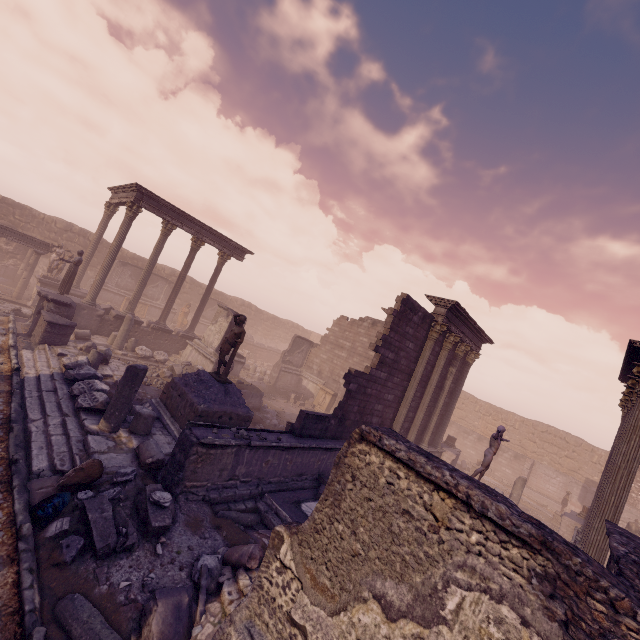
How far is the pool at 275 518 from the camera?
7.29m

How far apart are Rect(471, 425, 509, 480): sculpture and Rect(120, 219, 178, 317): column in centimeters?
1700cm

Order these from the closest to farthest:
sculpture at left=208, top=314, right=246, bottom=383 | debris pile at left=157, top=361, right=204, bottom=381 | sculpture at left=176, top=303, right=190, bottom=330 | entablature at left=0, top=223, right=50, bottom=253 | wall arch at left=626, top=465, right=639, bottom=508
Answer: sculpture at left=208, top=314, right=246, bottom=383, debris pile at left=157, top=361, right=204, bottom=381, entablature at left=0, top=223, right=50, bottom=253, wall arch at left=626, top=465, right=639, bottom=508, sculpture at left=176, top=303, right=190, bottom=330

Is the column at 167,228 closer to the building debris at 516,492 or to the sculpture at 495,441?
the sculpture at 495,441

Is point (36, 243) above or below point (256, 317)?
below

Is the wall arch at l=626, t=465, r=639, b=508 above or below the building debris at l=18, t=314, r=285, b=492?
above

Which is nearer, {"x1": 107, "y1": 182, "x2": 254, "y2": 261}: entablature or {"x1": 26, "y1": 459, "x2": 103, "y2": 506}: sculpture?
{"x1": 26, "y1": 459, "x2": 103, "y2": 506}: sculpture

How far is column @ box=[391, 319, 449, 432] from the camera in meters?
13.3
